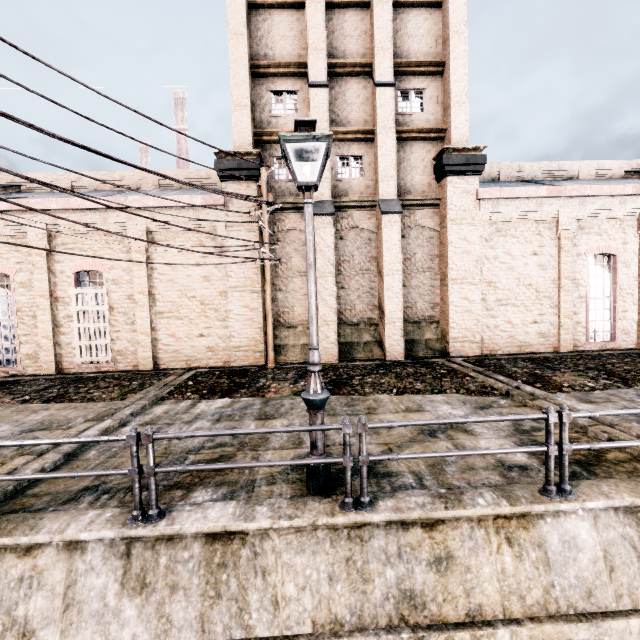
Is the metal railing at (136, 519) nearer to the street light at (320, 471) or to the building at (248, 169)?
the street light at (320, 471)

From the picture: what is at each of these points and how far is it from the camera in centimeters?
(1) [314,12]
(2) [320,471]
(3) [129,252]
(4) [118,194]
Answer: (1) building, 1527cm
(2) street light, 509cm
(3) building, 1538cm
(4) building, 2172cm

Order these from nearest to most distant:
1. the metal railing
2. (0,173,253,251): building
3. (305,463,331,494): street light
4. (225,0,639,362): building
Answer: the metal railing
(305,463,331,494): street light
(0,173,253,251): building
(225,0,639,362): building

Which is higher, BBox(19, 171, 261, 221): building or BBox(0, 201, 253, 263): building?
BBox(19, 171, 261, 221): building

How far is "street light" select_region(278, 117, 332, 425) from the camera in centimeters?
470cm

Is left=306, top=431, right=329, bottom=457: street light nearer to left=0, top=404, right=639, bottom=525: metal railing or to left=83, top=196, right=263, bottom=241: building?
Result: left=0, top=404, right=639, bottom=525: metal railing

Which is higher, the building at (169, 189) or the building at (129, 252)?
the building at (169, 189)
